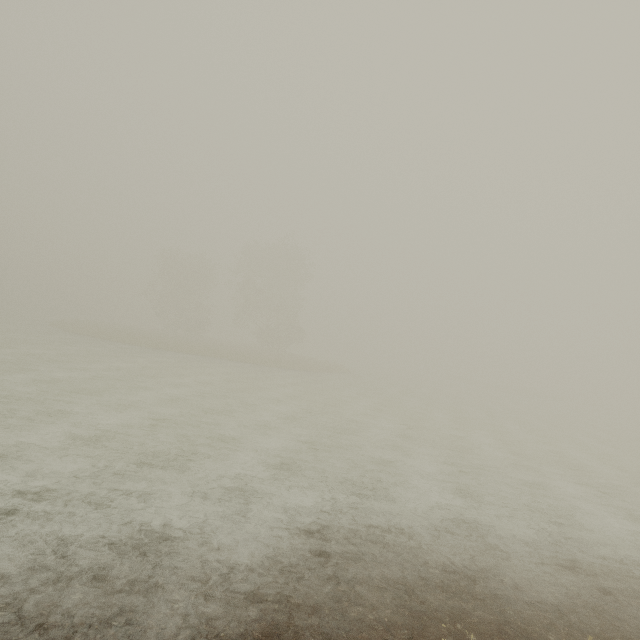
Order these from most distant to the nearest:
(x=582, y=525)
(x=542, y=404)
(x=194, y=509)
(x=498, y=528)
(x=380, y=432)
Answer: (x=542, y=404) < (x=380, y=432) < (x=582, y=525) < (x=498, y=528) < (x=194, y=509)
